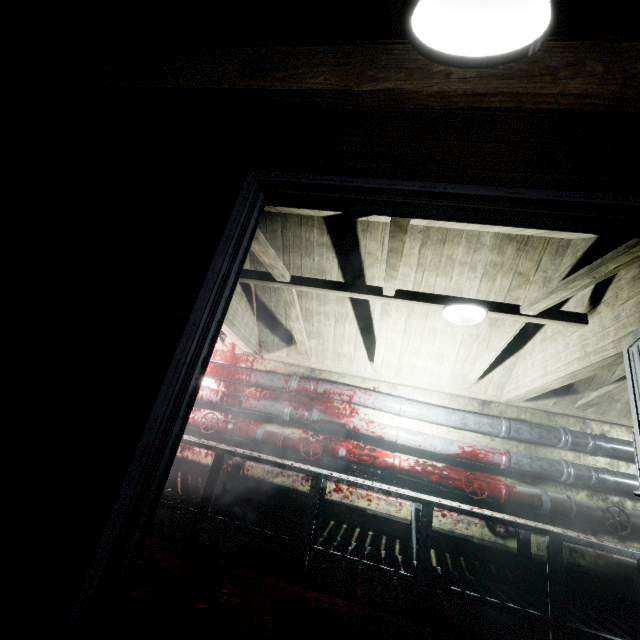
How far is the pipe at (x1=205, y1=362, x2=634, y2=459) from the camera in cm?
336

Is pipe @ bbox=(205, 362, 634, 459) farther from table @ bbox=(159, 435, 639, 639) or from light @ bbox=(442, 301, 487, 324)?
light @ bbox=(442, 301, 487, 324)

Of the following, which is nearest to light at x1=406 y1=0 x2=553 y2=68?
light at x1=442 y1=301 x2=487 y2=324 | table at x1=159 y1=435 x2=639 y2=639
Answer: light at x1=442 y1=301 x2=487 y2=324

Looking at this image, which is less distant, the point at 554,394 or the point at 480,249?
the point at 480,249

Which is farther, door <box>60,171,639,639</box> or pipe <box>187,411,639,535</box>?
pipe <box>187,411,639,535</box>

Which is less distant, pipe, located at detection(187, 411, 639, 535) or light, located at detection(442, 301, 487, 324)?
light, located at detection(442, 301, 487, 324)

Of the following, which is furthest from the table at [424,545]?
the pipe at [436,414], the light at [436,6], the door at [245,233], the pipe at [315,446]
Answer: the light at [436,6]

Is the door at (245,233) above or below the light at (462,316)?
below
